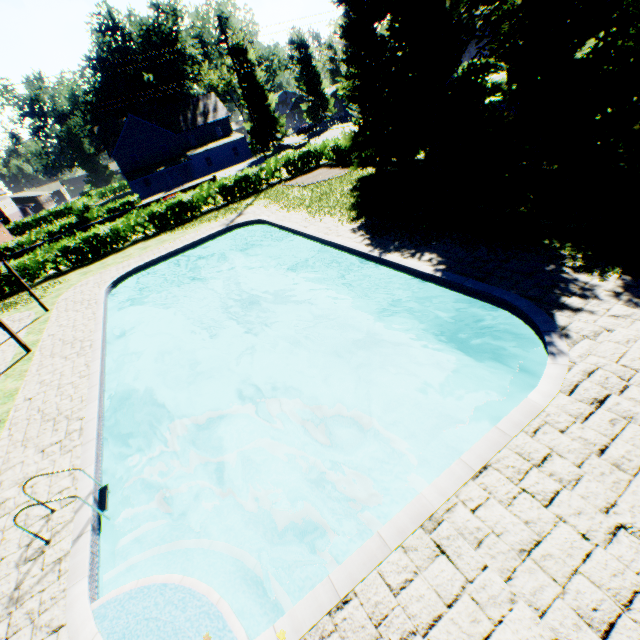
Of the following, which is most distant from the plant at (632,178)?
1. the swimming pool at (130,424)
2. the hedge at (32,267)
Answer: the swimming pool at (130,424)

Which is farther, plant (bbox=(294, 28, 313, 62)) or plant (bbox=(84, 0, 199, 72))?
plant (bbox=(294, 28, 313, 62))

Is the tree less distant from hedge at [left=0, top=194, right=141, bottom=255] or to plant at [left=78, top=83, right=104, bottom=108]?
hedge at [left=0, top=194, right=141, bottom=255]

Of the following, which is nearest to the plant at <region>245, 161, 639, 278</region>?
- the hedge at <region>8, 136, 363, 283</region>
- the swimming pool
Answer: the hedge at <region>8, 136, 363, 283</region>

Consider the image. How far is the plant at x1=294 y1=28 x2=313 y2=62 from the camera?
58.2m

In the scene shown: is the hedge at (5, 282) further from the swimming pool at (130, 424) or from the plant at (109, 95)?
the swimming pool at (130, 424)

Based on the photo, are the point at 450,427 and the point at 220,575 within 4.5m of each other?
no

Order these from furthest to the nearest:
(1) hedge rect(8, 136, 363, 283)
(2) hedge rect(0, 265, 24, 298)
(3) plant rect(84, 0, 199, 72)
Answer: (3) plant rect(84, 0, 199, 72) → (1) hedge rect(8, 136, 363, 283) → (2) hedge rect(0, 265, 24, 298)
